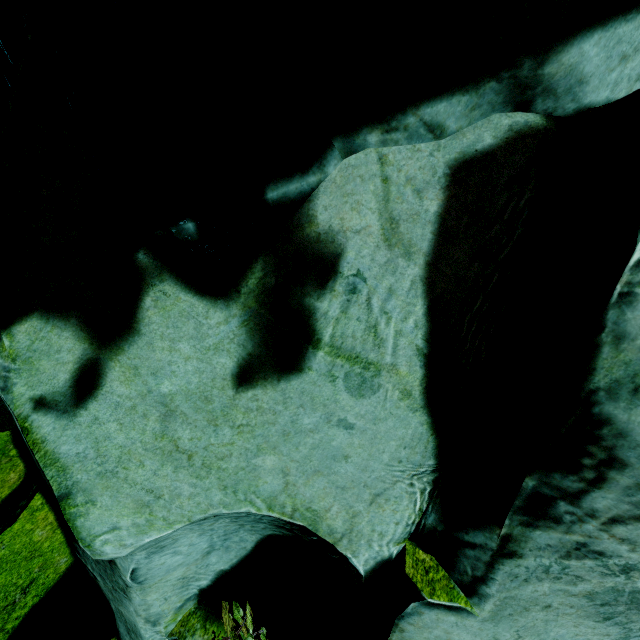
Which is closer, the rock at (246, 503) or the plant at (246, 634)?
the rock at (246, 503)

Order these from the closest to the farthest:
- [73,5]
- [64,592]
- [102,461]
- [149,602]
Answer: [73,5] → [102,461] → [149,602] → [64,592]

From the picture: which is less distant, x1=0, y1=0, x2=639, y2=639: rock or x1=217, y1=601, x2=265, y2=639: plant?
x1=0, y1=0, x2=639, y2=639: rock
